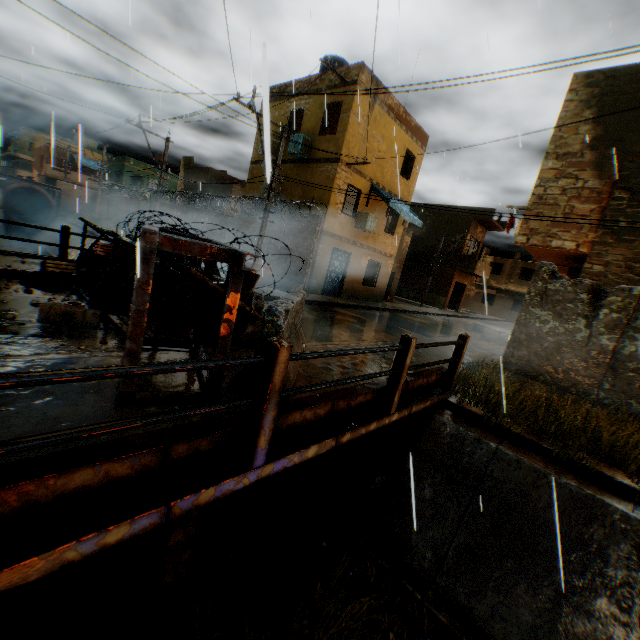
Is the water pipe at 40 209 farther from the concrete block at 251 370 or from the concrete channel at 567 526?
the concrete block at 251 370

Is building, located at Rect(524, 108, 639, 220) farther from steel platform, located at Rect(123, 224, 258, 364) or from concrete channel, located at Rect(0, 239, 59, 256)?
steel platform, located at Rect(123, 224, 258, 364)

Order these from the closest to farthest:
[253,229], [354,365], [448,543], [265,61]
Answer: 1. [265,61]
2. [448,543]
3. [354,365]
4. [253,229]

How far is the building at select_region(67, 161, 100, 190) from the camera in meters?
41.7 m

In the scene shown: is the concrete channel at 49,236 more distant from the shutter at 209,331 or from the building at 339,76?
the shutter at 209,331

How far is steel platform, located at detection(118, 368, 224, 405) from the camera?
2.91m

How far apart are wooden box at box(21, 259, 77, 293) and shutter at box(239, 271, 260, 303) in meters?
3.2

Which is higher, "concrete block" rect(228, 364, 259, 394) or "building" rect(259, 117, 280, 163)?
"building" rect(259, 117, 280, 163)
